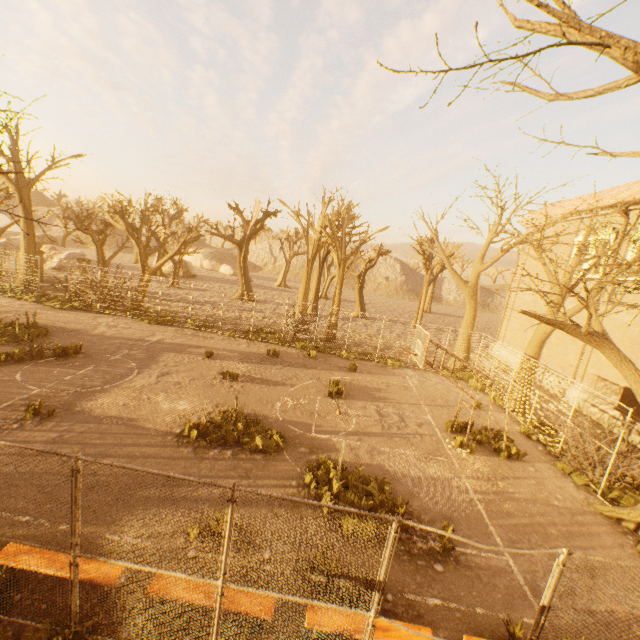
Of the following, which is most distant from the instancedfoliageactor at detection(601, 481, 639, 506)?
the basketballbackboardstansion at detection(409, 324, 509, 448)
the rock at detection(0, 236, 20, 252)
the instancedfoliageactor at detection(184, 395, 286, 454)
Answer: the rock at detection(0, 236, 20, 252)

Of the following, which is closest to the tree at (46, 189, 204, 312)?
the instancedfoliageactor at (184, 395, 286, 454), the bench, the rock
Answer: the bench

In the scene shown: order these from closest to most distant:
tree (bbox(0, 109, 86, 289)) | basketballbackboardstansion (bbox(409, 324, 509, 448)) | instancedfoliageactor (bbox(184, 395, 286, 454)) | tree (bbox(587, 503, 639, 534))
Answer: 1. tree (bbox(0, 109, 86, 289))
2. tree (bbox(587, 503, 639, 534))
3. instancedfoliageactor (bbox(184, 395, 286, 454))
4. basketballbackboardstansion (bbox(409, 324, 509, 448))

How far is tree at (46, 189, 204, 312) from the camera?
21.6 meters

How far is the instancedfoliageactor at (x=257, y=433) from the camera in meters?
9.5

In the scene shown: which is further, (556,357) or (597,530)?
(556,357)

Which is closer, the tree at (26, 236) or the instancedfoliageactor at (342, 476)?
the tree at (26, 236)

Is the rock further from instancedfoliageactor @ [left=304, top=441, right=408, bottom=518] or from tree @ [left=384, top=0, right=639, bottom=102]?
instancedfoliageactor @ [left=304, top=441, right=408, bottom=518]
